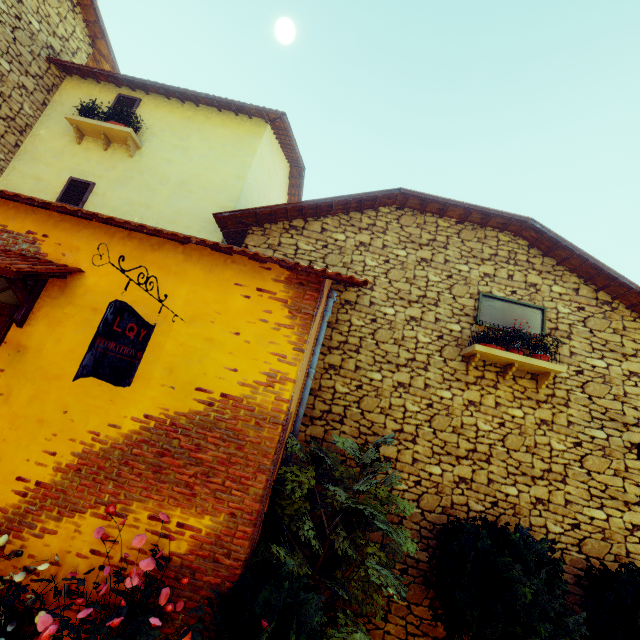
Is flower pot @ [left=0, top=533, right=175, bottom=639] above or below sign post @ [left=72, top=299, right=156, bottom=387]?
below

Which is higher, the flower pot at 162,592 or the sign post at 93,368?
the sign post at 93,368

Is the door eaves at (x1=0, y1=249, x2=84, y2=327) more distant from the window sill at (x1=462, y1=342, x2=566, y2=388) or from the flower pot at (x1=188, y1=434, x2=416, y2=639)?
the window sill at (x1=462, y1=342, x2=566, y2=388)

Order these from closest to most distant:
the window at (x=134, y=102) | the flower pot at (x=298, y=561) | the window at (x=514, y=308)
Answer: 1. the flower pot at (x=298, y=561)
2. the window at (x=514, y=308)
3. the window at (x=134, y=102)

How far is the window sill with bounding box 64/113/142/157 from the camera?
6.9m

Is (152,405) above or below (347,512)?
above

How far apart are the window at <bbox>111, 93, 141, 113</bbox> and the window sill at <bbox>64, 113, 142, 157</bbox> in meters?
0.8

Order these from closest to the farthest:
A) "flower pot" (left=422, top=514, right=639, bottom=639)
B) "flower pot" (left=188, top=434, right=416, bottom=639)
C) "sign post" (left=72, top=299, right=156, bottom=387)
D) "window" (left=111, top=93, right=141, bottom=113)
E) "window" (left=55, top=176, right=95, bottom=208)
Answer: "sign post" (left=72, top=299, right=156, bottom=387)
"flower pot" (left=188, top=434, right=416, bottom=639)
"flower pot" (left=422, top=514, right=639, bottom=639)
"window" (left=55, top=176, right=95, bottom=208)
"window" (left=111, top=93, right=141, bottom=113)
